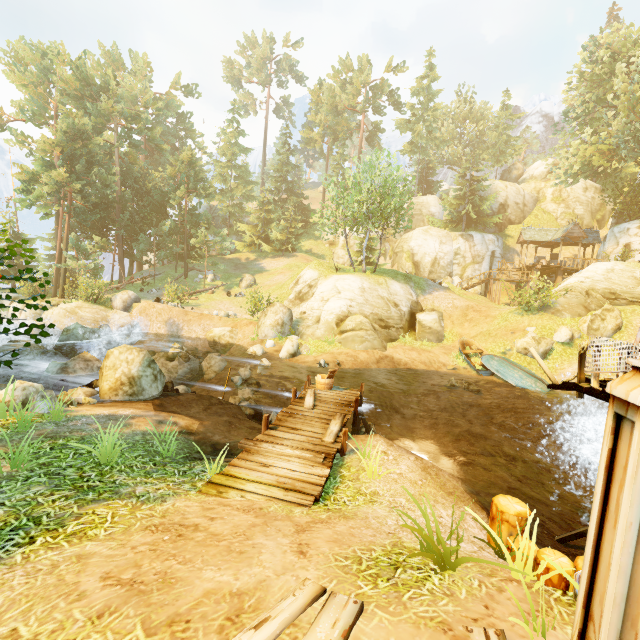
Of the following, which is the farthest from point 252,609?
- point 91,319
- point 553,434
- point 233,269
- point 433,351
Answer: point 233,269

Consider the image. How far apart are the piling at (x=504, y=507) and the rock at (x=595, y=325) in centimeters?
1824cm

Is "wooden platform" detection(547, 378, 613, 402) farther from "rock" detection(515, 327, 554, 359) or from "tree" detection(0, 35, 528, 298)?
"rock" detection(515, 327, 554, 359)

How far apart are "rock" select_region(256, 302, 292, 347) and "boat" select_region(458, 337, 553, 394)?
10.6 meters

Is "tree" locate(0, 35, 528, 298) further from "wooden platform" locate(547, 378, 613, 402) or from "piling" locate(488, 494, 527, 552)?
"wooden platform" locate(547, 378, 613, 402)

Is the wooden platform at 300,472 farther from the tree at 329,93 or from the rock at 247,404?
the tree at 329,93

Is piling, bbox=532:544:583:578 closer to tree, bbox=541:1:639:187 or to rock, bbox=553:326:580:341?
tree, bbox=541:1:639:187

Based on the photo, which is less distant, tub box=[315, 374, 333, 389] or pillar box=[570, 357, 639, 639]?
pillar box=[570, 357, 639, 639]
